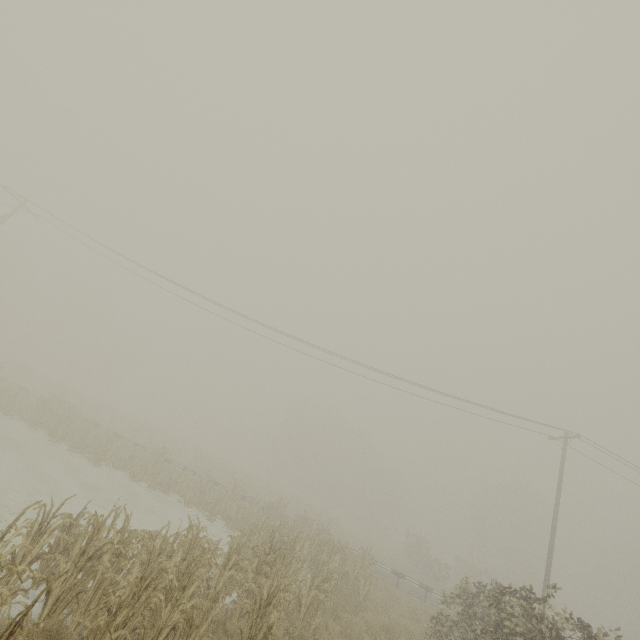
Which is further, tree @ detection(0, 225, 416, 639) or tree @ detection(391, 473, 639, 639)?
tree @ detection(391, 473, 639, 639)

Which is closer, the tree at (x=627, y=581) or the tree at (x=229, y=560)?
the tree at (x=229, y=560)

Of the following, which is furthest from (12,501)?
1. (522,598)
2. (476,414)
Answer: (476,414)
